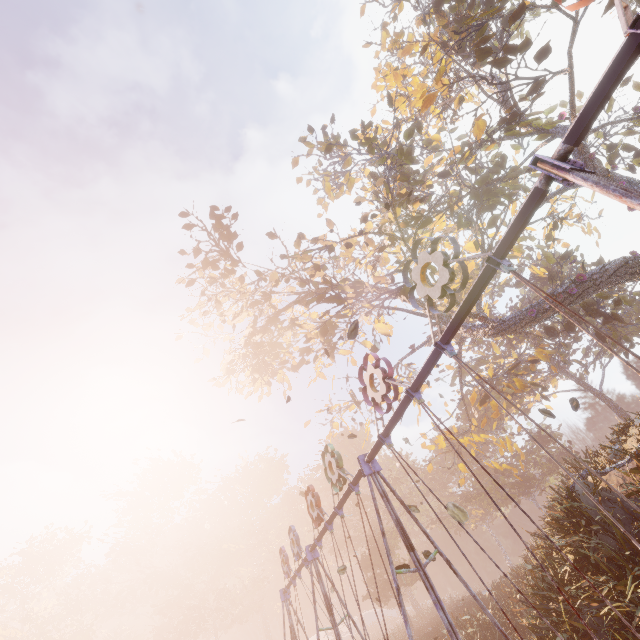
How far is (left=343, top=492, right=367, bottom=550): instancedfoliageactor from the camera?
44.5m

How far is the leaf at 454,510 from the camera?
Answer: 4.69m

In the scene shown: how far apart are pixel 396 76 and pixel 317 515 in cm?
2496

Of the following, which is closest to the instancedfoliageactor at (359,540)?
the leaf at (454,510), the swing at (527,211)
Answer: the swing at (527,211)

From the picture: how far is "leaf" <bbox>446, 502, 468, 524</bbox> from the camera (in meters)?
4.69

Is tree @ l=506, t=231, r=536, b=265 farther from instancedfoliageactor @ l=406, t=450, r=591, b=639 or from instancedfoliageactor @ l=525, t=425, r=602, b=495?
instancedfoliageactor @ l=406, t=450, r=591, b=639

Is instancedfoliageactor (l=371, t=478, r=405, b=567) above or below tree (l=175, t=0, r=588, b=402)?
below
